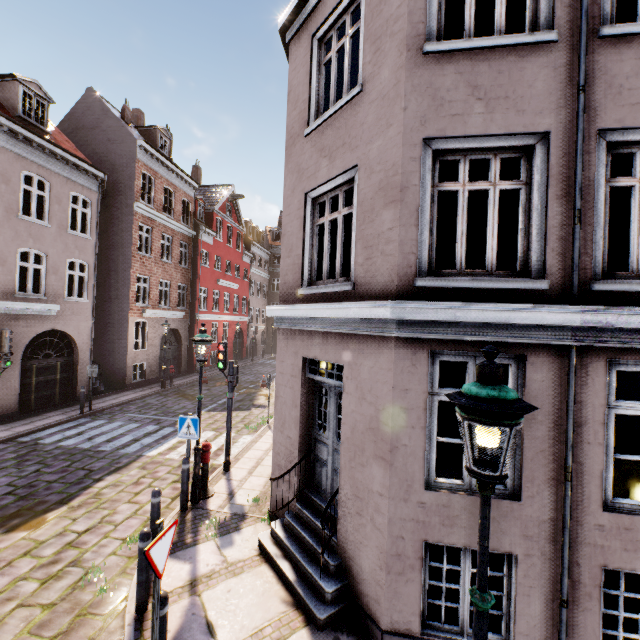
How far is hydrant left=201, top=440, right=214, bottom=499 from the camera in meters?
7.4

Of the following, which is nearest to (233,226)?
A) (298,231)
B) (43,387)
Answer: (43,387)

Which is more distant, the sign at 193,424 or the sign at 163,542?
the sign at 193,424

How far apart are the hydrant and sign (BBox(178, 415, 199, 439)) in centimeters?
49cm

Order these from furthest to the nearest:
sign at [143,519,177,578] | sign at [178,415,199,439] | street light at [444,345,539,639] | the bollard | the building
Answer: sign at [178,415,199,439] → the bollard → the building → sign at [143,519,177,578] → street light at [444,345,539,639]

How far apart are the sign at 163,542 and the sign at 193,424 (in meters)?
3.61

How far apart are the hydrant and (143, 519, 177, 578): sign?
4.0 meters

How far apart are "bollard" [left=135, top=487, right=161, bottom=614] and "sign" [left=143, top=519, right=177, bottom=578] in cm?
137
